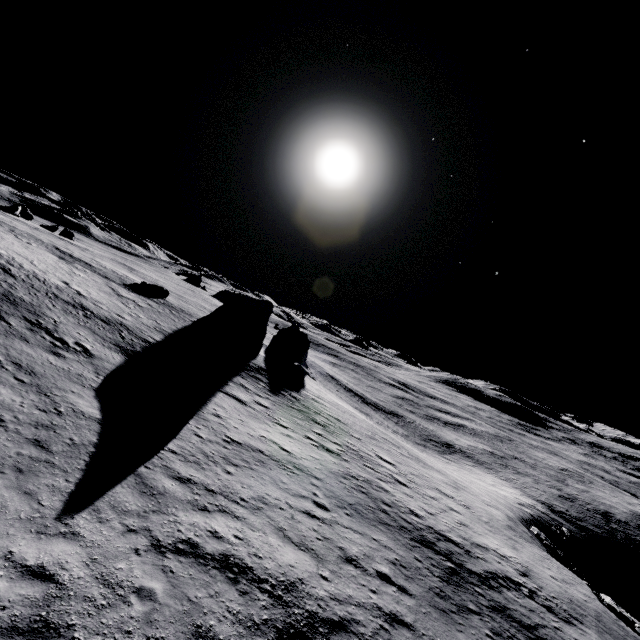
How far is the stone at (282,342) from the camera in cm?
4869

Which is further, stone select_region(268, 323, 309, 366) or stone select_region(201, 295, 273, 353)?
stone select_region(268, 323, 309, 366)

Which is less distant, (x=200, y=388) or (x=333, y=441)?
(x=200, y=388)

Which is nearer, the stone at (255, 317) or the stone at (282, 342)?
the stone at (255, 317)

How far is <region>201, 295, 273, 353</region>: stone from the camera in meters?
36.6 m

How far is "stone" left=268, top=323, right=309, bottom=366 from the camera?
48.69m
